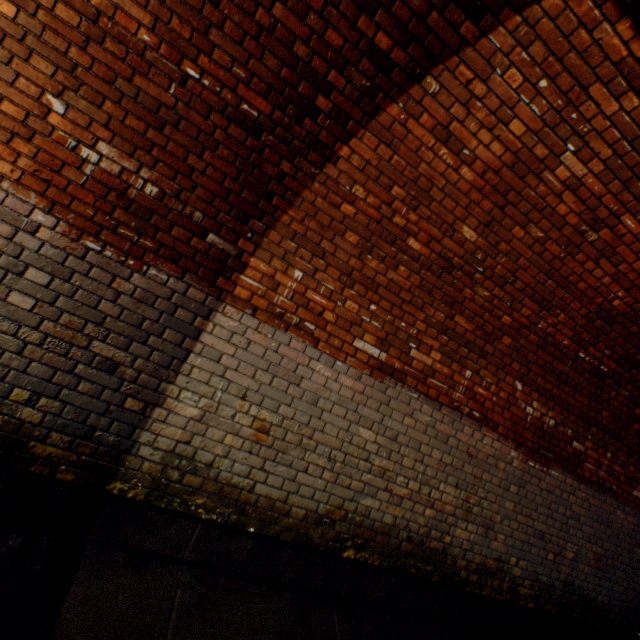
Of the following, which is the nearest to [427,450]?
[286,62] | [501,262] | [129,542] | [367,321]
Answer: [367,321]
